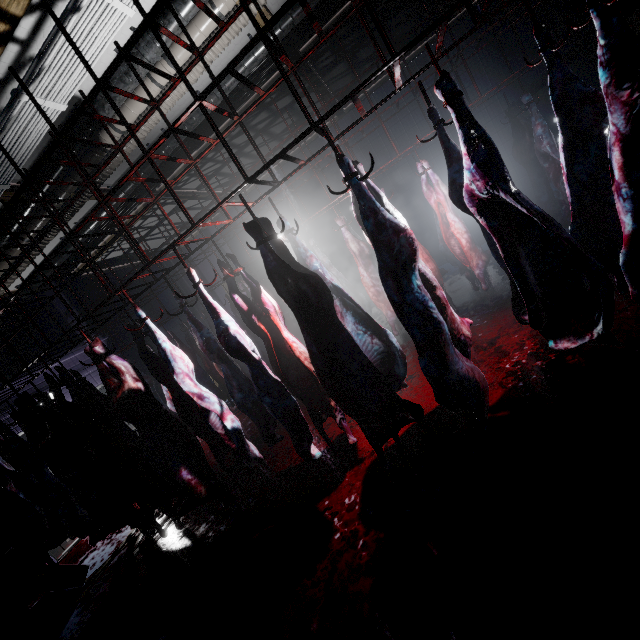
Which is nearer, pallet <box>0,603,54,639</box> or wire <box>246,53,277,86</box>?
pallet <box>0,603,54,639</box>

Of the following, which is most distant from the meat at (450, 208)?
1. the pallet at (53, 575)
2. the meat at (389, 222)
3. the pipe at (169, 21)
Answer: the pallet at (53, 575)

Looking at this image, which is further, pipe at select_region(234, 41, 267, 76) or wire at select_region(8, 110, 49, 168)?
pipe at select_region(234, 41, 267, 76)

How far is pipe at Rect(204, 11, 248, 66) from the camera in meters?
3.1

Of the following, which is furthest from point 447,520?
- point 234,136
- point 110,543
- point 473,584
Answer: point 234,136

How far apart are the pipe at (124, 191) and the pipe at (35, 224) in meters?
0.7

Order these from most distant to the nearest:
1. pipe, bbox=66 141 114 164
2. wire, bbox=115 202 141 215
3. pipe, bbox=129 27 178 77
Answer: wire, bbox=115 202 141 215
pipe, bbox=66 141 114 164
pipe, bbox=129 27 178 77

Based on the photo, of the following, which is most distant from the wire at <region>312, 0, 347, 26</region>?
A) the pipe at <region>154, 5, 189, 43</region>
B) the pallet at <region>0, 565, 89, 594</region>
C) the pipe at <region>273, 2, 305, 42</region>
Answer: the pallet at <region>0, 565, 89, 594</region>
